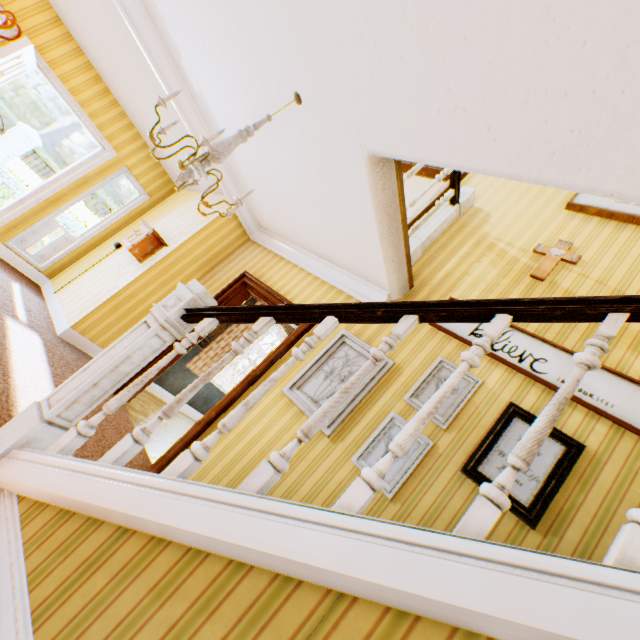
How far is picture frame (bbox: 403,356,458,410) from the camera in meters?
3.0

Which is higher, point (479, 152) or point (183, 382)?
point (479, 152)

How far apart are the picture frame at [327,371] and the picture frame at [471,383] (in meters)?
0.35

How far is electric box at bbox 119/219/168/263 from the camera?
4.6m

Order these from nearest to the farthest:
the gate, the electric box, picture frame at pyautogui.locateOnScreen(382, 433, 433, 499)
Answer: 1. picture frame at pyautogui.locateOnScreen(382, 433, 433, 499)
2. the electric box
3. the gate

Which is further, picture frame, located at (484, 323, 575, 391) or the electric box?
the electric box

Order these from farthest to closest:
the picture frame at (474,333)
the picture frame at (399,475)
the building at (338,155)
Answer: the picture frame at (474,333) < the picture frame at (399,475) < the building at (338,155)

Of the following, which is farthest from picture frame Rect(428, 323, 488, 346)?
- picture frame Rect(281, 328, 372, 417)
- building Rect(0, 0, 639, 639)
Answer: picture frame Rect(281, 328, 372, 417)
